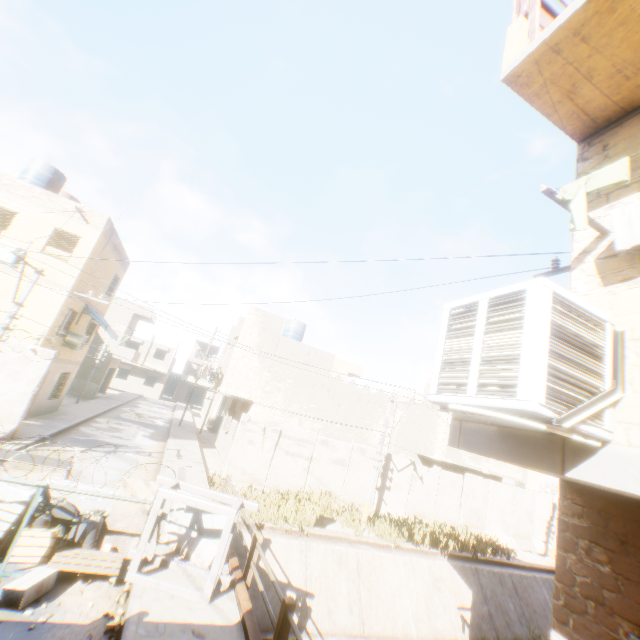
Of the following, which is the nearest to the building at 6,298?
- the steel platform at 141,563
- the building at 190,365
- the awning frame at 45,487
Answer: the steel platform at 141,563

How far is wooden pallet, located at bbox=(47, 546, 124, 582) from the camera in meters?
5.9 m

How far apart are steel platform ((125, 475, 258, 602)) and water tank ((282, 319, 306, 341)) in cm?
1629

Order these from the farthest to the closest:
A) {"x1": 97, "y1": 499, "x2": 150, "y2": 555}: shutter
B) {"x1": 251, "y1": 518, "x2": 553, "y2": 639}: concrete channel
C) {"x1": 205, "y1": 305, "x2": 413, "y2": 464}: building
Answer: {"x1": 205, "y1": 305, "x2": 413, "y2": 464}: building < {"x1": 251, "y1": 518, "x2": 553, "y2": 639}: concrete channel < {"x1": 97, "y1": 499, "x2": 150, "y2": 555}: shutter

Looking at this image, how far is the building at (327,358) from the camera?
17.4m

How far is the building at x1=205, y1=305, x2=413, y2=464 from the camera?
17.4m

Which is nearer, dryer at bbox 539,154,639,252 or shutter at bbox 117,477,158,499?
dryer at bbox 539,154,639,252

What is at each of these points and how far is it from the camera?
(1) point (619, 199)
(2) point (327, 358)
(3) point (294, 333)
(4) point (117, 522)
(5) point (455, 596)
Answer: (1) building, 3.99m
(2) building, 19.45m
(3) water tank, 23.70m
(4) shutter, 7.36m
(5) concrete channel, 13.31m
